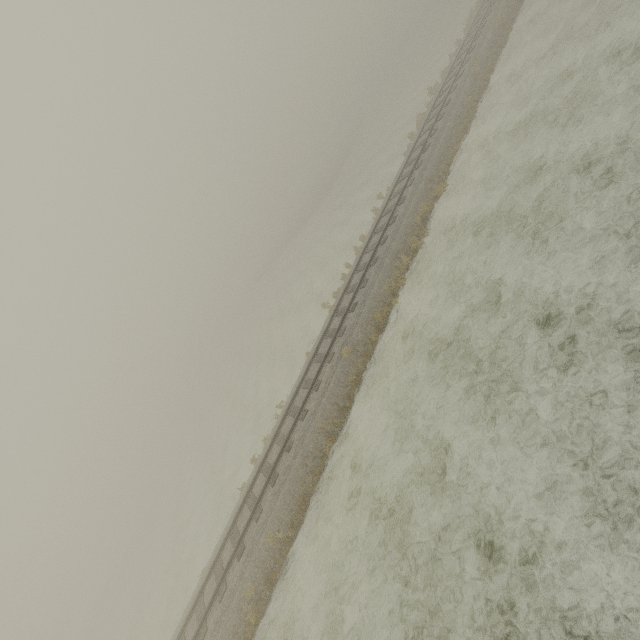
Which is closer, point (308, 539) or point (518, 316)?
point (518, 316)
